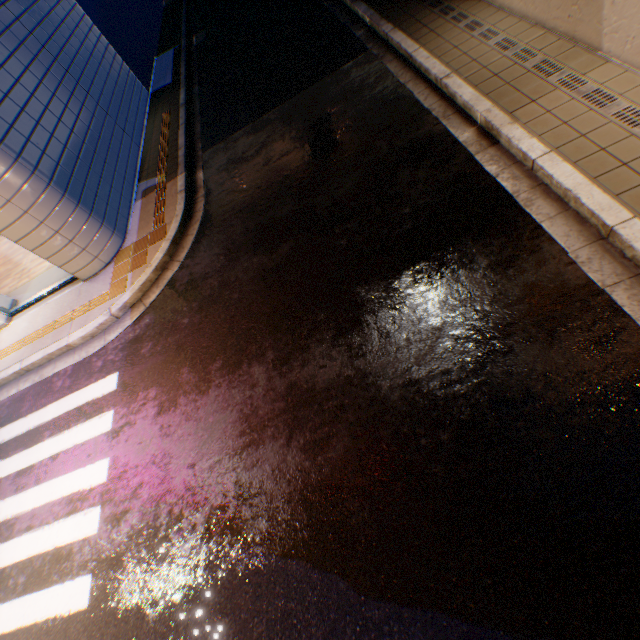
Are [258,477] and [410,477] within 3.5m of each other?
yes

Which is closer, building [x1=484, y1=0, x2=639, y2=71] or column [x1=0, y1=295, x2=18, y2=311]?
building [x1=484, y1=0, x2=639, y2=71]

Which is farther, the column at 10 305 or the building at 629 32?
the column at 10 305
